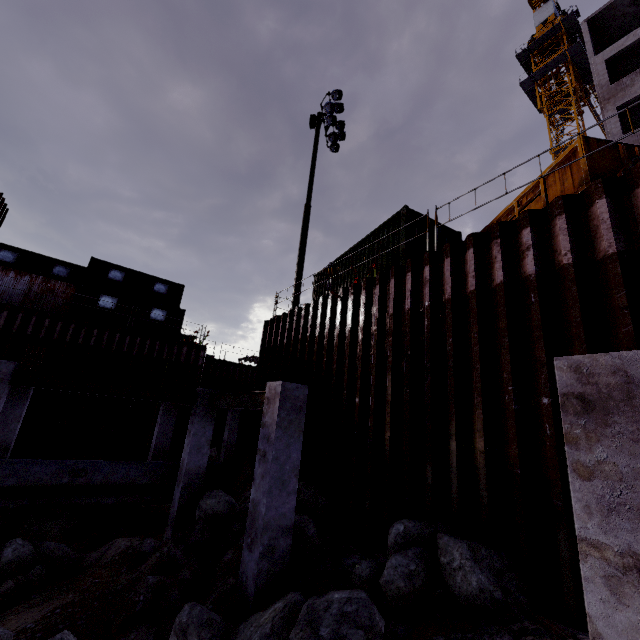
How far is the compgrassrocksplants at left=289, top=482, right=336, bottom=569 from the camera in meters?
5.8

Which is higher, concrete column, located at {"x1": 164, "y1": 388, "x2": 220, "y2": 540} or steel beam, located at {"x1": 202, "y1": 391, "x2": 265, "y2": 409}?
steel beam, located at {"x1": 202, "y1": 391, "x2": 265, "y2": 409}

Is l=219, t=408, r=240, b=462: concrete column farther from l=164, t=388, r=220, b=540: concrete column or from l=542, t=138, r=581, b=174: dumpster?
l=542, t=138, r=581, b=174: dumpster

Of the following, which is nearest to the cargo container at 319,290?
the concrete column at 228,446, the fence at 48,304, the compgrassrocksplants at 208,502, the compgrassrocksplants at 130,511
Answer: the compgrassrocksplants at 208,502

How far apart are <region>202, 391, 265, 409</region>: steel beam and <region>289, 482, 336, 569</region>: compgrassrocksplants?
2.1 meters

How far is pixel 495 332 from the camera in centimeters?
561cm

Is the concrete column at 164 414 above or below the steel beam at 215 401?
below

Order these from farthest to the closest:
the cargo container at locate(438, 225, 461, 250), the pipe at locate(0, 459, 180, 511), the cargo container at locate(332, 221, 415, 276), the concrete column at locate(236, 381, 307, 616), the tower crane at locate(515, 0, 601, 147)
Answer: the tower crane at locate(515, 0, 601, 147), the cargo container at locate(438, 225, 461, 250), the cargo container at locate(332, 221, 415, 276), the pipe at locate(0, 459, 180, 511), the concrete column at locate(236, 381, 307, 616)
